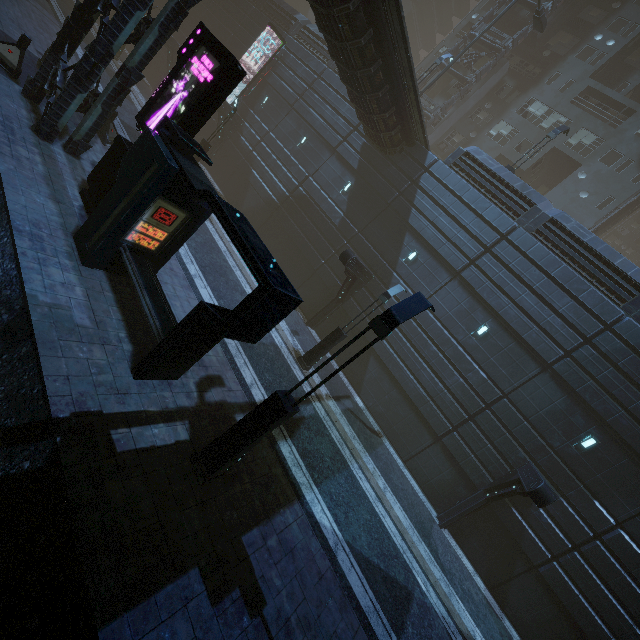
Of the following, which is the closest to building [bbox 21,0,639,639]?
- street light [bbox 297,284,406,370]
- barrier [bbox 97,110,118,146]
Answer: barrier [bbox 97,110,118,146]

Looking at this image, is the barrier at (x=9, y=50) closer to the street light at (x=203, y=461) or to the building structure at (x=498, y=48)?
the street light at (x=203, y=461)

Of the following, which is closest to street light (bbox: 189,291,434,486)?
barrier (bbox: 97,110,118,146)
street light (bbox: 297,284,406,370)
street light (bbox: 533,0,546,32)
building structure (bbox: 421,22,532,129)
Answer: street light (bbox: 297,284,406,370)

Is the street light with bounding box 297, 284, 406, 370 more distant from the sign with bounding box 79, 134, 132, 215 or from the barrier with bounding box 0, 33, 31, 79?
the barrier with bounding box 0, 33, 31, 79

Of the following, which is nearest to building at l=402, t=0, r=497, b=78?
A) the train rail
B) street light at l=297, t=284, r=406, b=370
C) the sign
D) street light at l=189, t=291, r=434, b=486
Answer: the train rail

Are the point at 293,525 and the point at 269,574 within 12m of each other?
yes

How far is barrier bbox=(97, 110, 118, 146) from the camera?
13.8 meters

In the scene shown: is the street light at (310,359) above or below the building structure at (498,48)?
below
